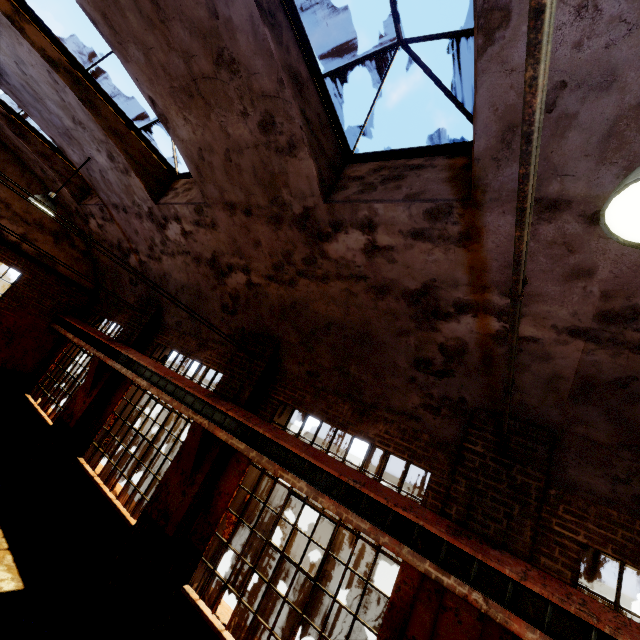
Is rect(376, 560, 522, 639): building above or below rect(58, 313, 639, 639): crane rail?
below

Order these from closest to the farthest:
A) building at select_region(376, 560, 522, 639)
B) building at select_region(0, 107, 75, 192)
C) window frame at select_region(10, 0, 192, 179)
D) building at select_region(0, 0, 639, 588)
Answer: building at select_region(0, 0, 639, 588), building at select_region(376, 560, 522, 639), window frame at select_region(10, 0, 192, 179), building at select_region(0, 107, 75, 192)

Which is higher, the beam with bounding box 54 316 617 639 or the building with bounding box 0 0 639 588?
the building with bounding box 0 0 639 588

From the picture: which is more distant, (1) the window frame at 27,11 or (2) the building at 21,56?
(1) the window frame at 27,11

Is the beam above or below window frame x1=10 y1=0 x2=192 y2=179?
below

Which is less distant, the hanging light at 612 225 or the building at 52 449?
the hanging light at 612 225

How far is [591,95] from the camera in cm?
254

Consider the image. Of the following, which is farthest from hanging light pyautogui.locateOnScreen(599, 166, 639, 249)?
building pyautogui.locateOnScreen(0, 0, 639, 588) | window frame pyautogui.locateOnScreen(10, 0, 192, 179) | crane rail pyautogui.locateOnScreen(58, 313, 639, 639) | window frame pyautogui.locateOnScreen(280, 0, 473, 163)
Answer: window frame pyautogui.locateOnScreen(10, 0, 192, 179)
